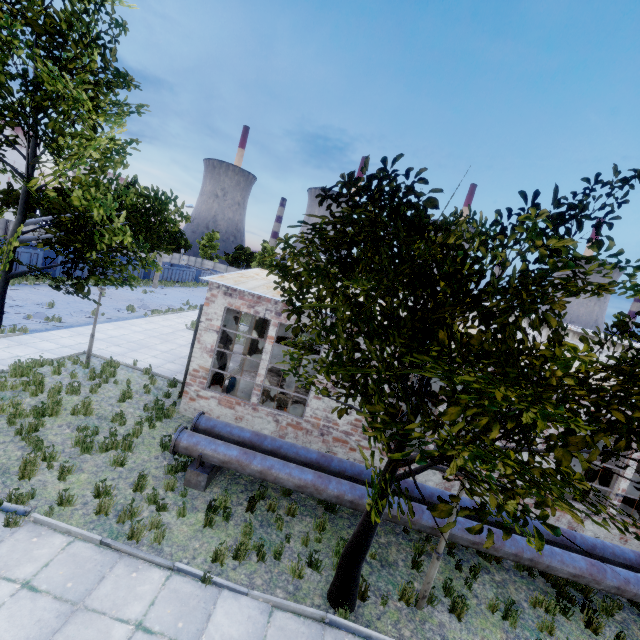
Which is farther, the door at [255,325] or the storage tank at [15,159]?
the storage tank at [15,159]

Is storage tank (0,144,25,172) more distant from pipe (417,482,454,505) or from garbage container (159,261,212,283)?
pipe (417,482,454,505)

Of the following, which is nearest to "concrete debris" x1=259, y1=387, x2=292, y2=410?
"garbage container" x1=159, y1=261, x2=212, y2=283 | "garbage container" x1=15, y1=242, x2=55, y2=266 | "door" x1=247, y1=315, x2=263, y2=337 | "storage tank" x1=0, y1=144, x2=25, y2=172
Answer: "door" x1=247, y1=315, x2=263, y2=337

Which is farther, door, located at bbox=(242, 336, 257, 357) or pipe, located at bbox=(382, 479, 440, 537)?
door, located at bbox=(242, 336, 257, 357)

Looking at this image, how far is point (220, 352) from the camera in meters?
13.4 m

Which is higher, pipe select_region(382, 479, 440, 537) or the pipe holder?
pipe select_region(382, 479, 440, 537)

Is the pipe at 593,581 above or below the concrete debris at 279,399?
above

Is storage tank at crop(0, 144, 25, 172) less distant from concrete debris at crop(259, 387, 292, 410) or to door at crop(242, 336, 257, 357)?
door at crop(242, 336, 257, 357)
